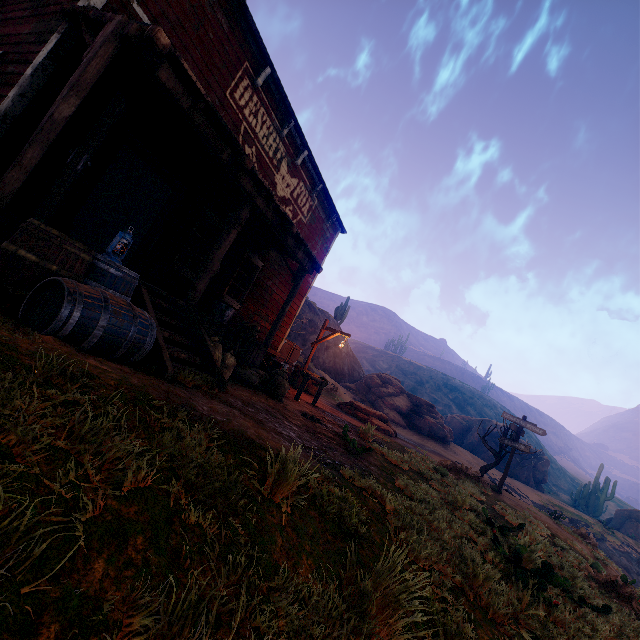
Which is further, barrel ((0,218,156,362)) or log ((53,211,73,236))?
log ((53,211,73,236))

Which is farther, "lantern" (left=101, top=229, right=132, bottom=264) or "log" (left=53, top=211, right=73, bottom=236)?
"log" (left=53, top=211, right=73, bottom=236)

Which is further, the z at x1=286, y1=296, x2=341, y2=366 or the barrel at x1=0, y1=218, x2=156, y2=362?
the z at x1=286, y1=296, x2=341, y2=366

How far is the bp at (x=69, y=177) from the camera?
4.3m

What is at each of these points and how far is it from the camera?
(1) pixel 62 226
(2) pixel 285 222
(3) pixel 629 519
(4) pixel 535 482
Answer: (1) log, 5.1m
(2) building, 7.4m
(3) instancedfoliageactor, 32.7m
(4) instancedfoliageactor, 35.4m

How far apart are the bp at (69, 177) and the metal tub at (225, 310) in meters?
3.1 m

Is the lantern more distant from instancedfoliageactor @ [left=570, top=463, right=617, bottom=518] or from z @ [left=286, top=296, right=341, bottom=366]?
instancedfoliageactor @ [left=570, top=463, right=617, bottom=518]

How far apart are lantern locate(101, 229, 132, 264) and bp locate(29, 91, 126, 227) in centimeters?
116cm
